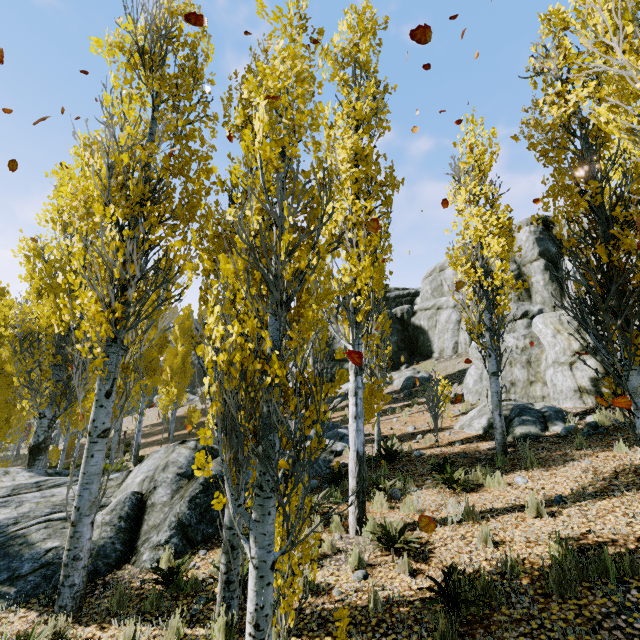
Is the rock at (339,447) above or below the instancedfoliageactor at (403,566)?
above

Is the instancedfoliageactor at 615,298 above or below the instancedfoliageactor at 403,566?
above

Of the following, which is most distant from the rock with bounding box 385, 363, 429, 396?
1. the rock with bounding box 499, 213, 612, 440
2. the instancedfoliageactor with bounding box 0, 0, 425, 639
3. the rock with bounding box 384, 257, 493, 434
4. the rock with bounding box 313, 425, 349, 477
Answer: the instancedfoliageactor with bounding box 0, 0, 425, 639

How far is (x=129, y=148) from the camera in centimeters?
573cm

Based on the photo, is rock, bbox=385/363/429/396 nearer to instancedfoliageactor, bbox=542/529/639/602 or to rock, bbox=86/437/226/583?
rock, bbox=86/437/226/583

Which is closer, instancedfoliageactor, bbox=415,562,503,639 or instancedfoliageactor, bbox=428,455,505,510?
instancedfoliageactor, bbox=415,562,503,639

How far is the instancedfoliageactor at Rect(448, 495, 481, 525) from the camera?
5.80m

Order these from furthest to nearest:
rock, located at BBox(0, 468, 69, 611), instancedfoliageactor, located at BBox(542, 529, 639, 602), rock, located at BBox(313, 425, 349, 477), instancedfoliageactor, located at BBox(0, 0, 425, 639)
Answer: rock, located at BBox(313, 425, 349, 477)
rock, located at BBox(0, 468, 69, 611)
instancedfoliageactor, located at BBox(542, 529, 639, 602)
instancedfoliageactor, located at BBox(0, 0, 425, 639)
